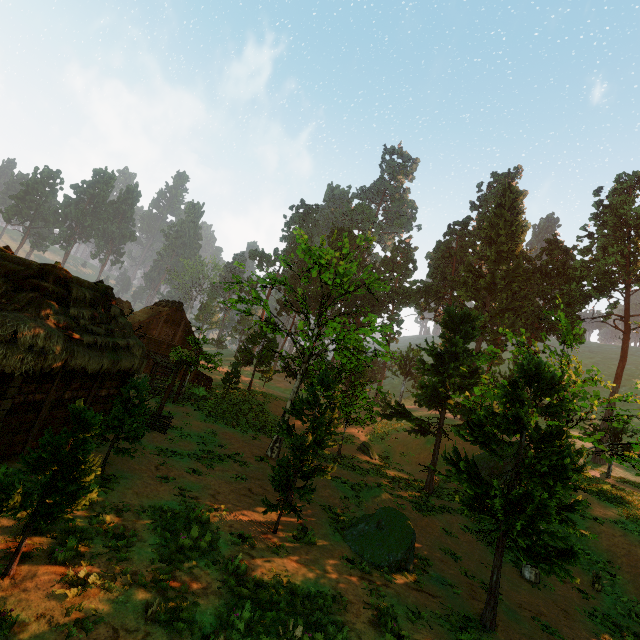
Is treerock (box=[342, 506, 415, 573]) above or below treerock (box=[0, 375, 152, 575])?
below

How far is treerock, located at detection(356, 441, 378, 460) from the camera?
26.8m

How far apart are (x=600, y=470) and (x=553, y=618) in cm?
2361

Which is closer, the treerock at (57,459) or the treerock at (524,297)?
the treerock at (57,459)

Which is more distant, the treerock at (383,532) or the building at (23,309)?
the treerock at (383,532)
